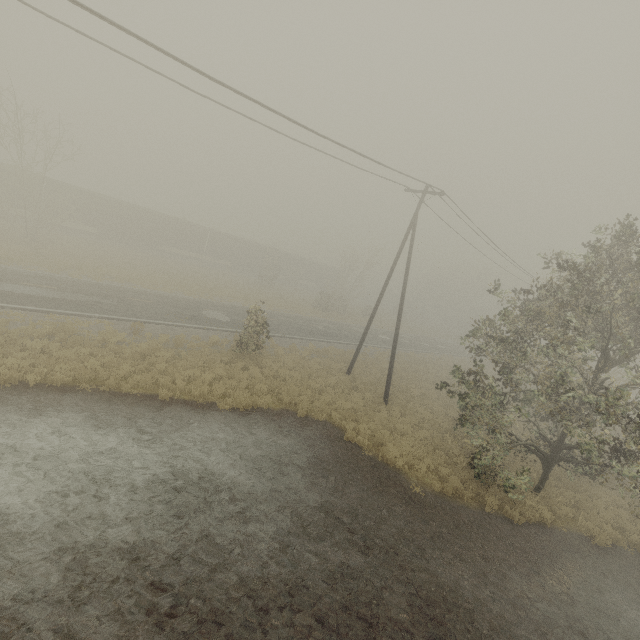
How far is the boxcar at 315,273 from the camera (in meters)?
53.81

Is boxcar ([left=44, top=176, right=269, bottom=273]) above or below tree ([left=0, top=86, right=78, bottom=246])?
below

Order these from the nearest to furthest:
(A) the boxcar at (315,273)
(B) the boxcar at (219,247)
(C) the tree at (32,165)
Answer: (C) the tree at (32,165) < (B) the boxcar at (219,247) < (A) the boxcar at (315,273)

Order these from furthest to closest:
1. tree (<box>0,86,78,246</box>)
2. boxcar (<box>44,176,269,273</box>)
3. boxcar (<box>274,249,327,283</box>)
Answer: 1. boxcar (<box>274,249,327,283</box>)
2. boxcar (<box>44,176,269,273</box>)
3. tree (<box>0,86,78,246</box>)

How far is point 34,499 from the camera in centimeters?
726cm

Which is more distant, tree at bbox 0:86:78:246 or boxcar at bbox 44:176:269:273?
boxcar at bbox 44:176:269:273

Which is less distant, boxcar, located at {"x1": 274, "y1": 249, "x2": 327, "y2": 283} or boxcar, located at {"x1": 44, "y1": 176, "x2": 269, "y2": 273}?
boxcar, located at {"x1": 44, "y1": 176, "x2": 269, "y2": 273}
